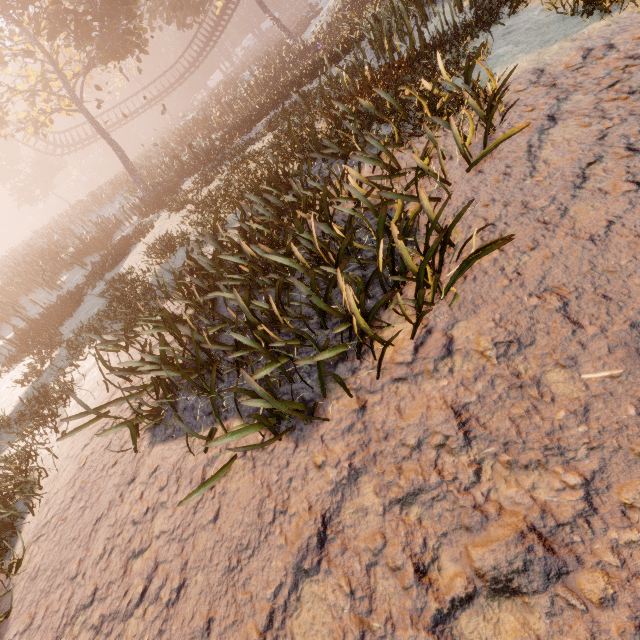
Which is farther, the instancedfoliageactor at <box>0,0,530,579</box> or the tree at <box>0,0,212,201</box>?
the tree at <box>0,0,212,201</box>

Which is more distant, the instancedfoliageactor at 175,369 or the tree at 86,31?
the tree at 86,31

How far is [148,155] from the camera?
27.6 meters
